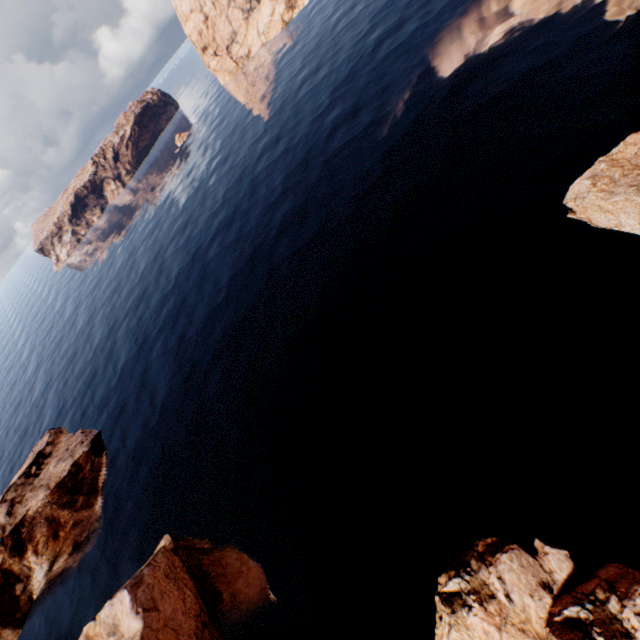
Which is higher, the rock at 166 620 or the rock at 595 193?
the rock at 166 620

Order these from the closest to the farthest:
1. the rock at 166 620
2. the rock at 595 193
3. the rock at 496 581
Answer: the rock at 496 581
the rock at 595 193
the rock at 166 620

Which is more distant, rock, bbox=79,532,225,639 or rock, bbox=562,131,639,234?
rock, bbox=79,532,225,639

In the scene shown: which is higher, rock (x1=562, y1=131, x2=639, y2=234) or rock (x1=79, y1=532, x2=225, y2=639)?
rock (x1=79, y1=532, x2=225, y2=639)

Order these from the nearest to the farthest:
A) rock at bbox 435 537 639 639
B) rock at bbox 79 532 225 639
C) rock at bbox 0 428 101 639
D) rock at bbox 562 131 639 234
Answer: rock at bbox 435 537 639 639
rock at bbox 562 131 639 234
rock at bbox 79 532 225 639
rock at bbox 0 428 101 639

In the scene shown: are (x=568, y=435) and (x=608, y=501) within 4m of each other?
yes
